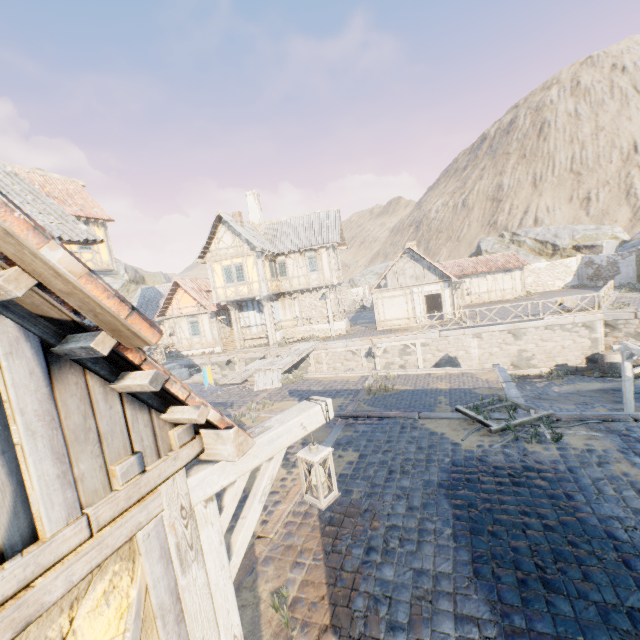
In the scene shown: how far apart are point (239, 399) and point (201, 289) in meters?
16.0

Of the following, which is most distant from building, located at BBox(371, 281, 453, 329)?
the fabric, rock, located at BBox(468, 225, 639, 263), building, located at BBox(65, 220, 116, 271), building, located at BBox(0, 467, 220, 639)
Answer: building, located at BBox(0, 467, 220, 639)

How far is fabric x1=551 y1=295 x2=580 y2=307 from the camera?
18.8m

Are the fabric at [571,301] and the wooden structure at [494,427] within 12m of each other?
no

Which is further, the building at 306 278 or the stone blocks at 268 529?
the building at 306 278

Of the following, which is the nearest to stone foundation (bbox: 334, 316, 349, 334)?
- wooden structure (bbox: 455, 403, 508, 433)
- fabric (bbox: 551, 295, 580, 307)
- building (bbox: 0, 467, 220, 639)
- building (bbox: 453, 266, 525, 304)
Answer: building (bbox: 453, 266, 525, 304)

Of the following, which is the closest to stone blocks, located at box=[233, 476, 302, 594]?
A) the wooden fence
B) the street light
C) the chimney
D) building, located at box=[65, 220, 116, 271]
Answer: the wooden fence

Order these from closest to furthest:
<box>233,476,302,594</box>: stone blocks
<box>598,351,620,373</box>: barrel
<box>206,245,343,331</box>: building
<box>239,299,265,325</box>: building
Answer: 1. <box>233,476,302,594</box>: stone blocks
2. <box>598,351,620,373</box>: barrel
3. <box>206,245,343,331</box>: building
4. <box>239,299,265,325</box>: building
